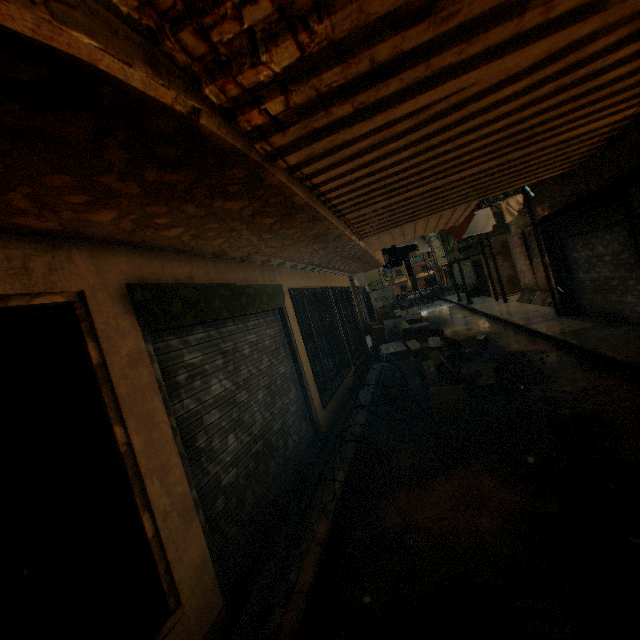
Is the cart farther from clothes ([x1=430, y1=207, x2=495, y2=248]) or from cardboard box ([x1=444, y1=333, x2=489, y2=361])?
clothes ([x1=430, y1=207, x2=495, y2=248])

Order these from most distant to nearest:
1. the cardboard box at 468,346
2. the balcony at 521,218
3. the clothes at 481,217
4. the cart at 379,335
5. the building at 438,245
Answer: the building at 438,245 < the balcony at 521,218 < the cart at 379,335 < the clothes at 481,217 < the cardboard box at 468,346

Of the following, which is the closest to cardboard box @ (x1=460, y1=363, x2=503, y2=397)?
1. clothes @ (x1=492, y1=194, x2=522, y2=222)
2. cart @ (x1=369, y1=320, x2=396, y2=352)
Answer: cart @ (x1=369, y1=320, x2=396, y2=352)

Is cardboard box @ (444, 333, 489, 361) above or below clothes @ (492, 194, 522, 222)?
below

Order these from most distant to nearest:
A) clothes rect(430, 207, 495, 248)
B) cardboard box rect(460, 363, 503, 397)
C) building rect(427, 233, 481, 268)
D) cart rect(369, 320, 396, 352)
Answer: building rect(427, 233, 481, 268) < cart rect(369, 320, 396, 352) < clothes rect(430, 207, 495, 248) < cardboard box rect(460, 363, 503, 397)

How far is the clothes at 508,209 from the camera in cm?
1053

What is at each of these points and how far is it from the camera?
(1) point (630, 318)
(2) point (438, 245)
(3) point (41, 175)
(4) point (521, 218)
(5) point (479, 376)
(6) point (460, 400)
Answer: (1) rolling overhead door, 7.79m
(2) building, 44.97m
(3) building, 1.51m
(4) balcony, 15.62m
(5) cardboard box, 6.72m
(6) cardboard box, 5.73m

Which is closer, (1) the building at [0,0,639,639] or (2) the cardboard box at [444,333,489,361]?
(1) the building at [0,0,639,639]
